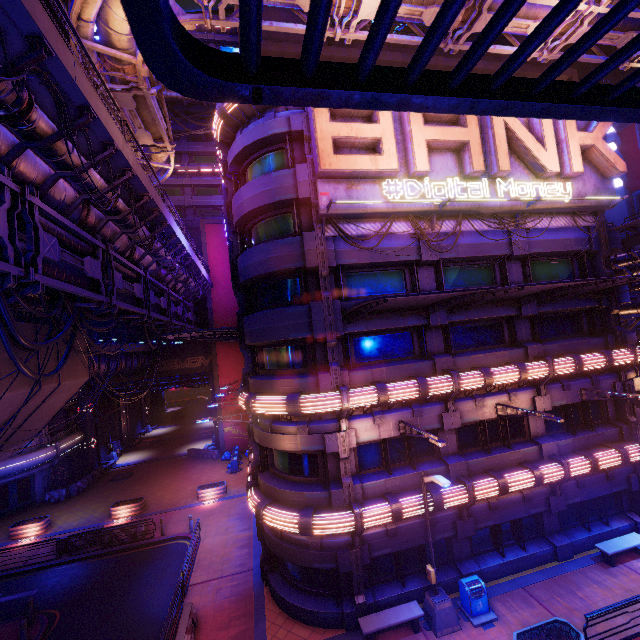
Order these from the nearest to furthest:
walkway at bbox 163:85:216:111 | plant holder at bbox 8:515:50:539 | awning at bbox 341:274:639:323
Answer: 1. awning at bbox 341:274:639:323
2. plant holder at bbox 8:515:50:539
3. walkway at bbox 163:85:216:111

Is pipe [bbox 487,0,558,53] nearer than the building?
Yes

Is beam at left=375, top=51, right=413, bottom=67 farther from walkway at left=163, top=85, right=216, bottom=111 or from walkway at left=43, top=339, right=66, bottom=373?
walkway at left=163, top=85, right=216, bottom=111

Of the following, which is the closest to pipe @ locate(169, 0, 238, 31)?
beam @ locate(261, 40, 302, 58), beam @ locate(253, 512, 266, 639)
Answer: beam @ locate(261, 40, 302, 58)

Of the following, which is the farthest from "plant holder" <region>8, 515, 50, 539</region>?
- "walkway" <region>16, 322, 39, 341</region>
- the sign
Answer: the sign

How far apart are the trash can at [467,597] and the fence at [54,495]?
31.8m

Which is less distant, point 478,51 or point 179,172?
point 478,51

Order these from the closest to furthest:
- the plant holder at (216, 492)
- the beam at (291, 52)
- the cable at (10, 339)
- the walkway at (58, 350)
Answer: the cable at (10, 339) → the walkway at (58, 350) → the beam at (291, 52) → the plant holder at (216, 492)
